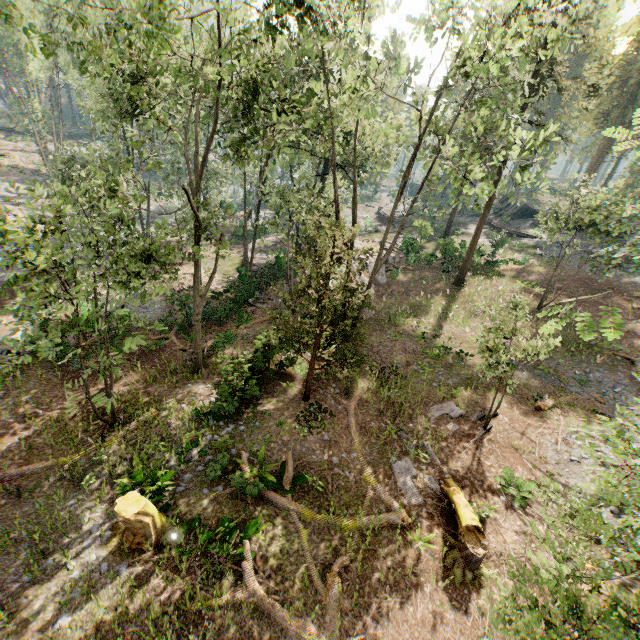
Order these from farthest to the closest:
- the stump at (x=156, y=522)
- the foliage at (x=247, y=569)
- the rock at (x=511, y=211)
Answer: the rock at (x=511, y=211) < the stump at (x=156, y=522) < the foliage at (x=247, y=569)

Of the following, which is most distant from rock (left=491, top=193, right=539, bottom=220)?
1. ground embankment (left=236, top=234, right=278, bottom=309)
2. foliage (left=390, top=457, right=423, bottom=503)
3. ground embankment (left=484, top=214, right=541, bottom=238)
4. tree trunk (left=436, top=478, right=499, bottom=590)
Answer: foliage (left=390, top=457, right=423, bottom=503)

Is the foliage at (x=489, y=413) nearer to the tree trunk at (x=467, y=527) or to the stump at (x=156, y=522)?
the tree trunk at (x=467, y=527)

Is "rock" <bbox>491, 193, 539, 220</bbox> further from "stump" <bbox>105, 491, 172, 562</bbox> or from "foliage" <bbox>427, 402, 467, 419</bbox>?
"stump" <bbox>105, 491, 172, 562</bbox>

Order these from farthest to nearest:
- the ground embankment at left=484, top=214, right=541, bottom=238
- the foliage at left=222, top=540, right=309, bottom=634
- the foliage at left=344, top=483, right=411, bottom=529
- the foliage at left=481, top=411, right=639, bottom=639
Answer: the ground embankment at left=484, top=214, right=541, bottom=238 → the foliage at left=344, top=483, right=411, bottom=529 → the foliage at left=222, top=540, right=309, bottom=634 → the foliage at left=481, top=411, right=639, bottom=639

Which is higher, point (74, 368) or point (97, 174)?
point (97, 174)

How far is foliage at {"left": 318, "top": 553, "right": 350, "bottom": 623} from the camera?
8.84m

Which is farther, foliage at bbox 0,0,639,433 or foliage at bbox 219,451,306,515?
foliage at bbox 219,451,306,515
